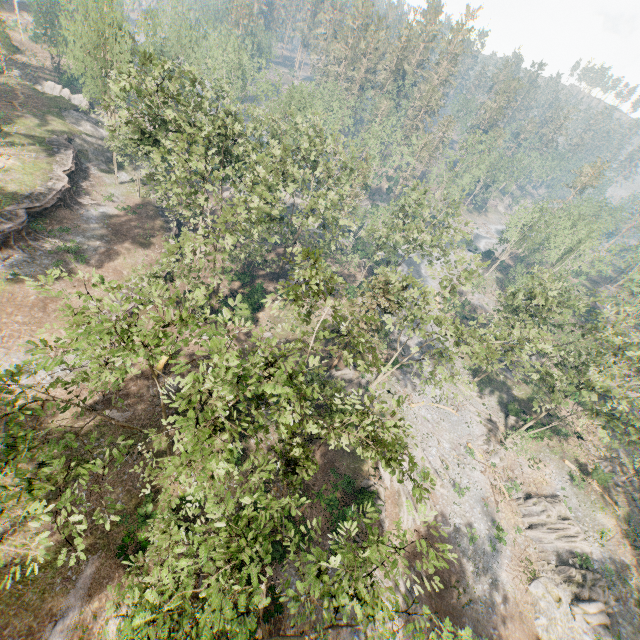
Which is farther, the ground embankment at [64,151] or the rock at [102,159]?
the rock at [102,159]

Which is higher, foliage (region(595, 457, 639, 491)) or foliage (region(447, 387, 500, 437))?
foliage (region(595, 457, 639, 491))

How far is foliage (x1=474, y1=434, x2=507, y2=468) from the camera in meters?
37.6 m

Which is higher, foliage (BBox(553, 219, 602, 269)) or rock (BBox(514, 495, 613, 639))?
foliage (BBox(553, 219, 602, 269))

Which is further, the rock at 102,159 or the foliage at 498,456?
the rock at 102,159

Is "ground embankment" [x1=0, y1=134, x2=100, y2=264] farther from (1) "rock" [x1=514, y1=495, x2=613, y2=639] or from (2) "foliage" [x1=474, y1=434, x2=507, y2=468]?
(1) "rock" [x1=514, y1=495, x2=613, y2=639]

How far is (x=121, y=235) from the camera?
37.8 meters
